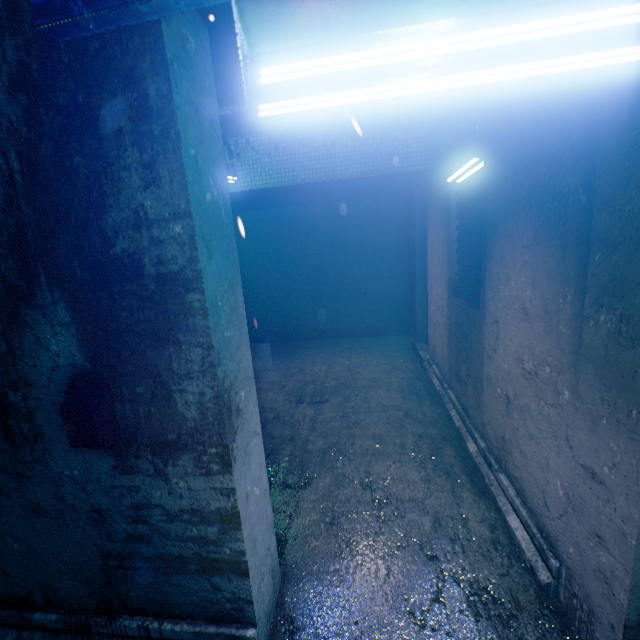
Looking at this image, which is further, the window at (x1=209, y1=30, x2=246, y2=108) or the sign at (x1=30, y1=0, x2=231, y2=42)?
the window at (x1=209, y1=30, x2=246, y2=108)

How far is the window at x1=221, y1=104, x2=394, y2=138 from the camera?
5.4 meters

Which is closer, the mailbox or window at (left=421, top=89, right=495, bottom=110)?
the mailbox

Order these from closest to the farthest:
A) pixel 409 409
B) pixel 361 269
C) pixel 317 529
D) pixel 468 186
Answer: pixel 317 529 → pixel 468 186 → pixel 409 409 → pixel 361 269

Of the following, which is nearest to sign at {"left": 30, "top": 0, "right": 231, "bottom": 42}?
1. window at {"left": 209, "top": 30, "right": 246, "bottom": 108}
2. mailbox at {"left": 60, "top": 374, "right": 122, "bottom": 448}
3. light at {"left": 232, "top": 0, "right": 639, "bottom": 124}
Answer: light at {"left": 232, "top": 0, "right": 639, "bottom": 124}

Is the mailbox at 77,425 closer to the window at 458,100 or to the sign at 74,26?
the sign at 74,26

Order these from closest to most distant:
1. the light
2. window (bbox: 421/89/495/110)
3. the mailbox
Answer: the light → the mailbox → window (bbox: 421/89/495/110)
